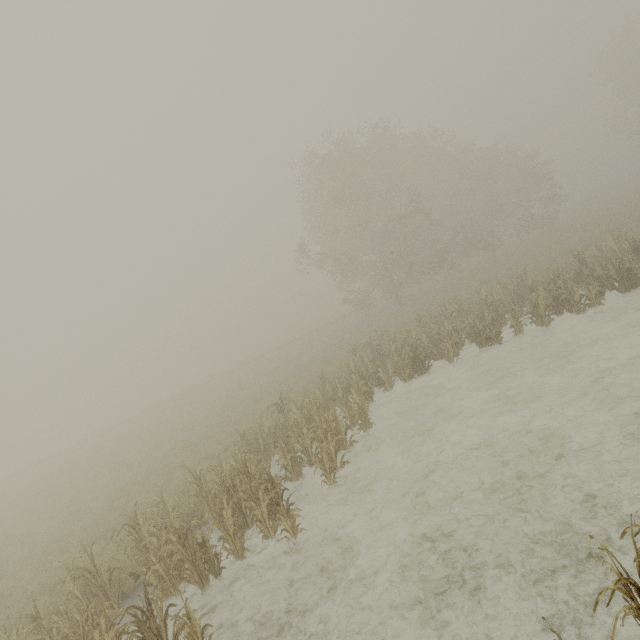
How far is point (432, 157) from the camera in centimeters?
3184cm
